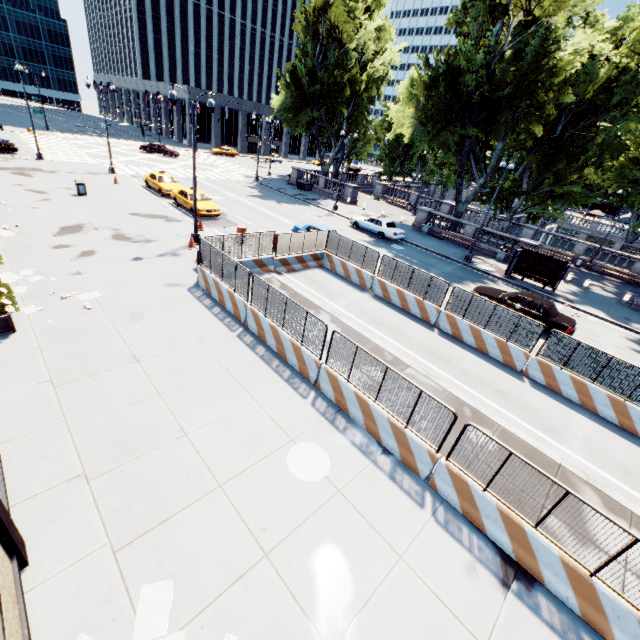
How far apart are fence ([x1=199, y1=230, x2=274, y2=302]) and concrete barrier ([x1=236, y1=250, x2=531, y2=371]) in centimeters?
0cm

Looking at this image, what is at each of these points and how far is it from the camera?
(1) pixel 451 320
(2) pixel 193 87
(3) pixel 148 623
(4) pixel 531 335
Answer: (1) concrete barrier, 14.8m
(2) building, 58.2m
(3) instancedfoliageactor, 4.9m
(4) fence, 12.7m

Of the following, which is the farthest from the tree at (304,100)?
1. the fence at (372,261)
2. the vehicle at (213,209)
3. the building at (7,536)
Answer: the vehicle at (213,209)

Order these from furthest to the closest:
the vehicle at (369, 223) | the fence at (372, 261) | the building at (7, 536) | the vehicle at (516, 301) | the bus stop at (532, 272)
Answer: the vehicle at (369, 223) < the bus stop at (532, 272) < the fence at (372, 261) < the vehicle at (516, 301) < the building at (7, 536)

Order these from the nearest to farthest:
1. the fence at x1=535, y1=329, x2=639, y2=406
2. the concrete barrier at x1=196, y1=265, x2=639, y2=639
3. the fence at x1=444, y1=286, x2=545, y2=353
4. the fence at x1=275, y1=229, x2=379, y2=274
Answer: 1. the concrete barrier at x1=196, y1=265, x2=639, y2=639
2. the fence at x1=535, y1=329, x2=639, y2=406
3. the fence at x1=444, y1=286, x2=545, y2=353
4. the fence at x1=275, y1=229, x2=379, y2=274

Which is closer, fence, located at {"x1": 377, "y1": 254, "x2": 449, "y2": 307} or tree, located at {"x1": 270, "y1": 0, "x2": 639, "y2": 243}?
fence, located at {"x1": 377, "y1": 254, "x2": 449, "y2": 307}

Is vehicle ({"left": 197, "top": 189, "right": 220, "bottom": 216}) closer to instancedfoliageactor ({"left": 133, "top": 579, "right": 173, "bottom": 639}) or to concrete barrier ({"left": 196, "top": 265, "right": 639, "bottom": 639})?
concrete barrier ({"left": 196, "top": 265, "right": 639, "bottom": 639})

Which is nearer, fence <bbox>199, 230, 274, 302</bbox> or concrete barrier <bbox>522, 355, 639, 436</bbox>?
concrete barrier <bbox>522, 355, 639, 436</bbox>
